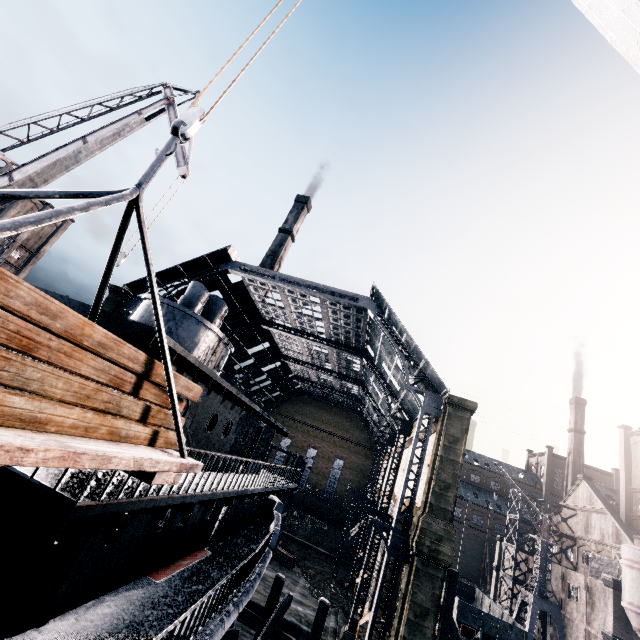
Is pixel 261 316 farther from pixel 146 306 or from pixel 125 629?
pixel 125 629

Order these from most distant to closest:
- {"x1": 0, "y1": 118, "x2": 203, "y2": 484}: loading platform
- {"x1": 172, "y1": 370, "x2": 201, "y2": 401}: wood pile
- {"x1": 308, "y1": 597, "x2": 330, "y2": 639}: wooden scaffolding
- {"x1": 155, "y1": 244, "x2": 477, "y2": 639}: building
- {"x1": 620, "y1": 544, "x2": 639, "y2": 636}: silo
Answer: {"x1": 620, "y1": 544, "x2": 639, "y2": 636}: silo < {"x1": 155, "y1": 244, "x2": 477, "y2": 639}: building < {"x1": 308, "y1": 597, "x2": 330, "y2": 639}: wooden scaffolding < {"x1": 172, "y1": 370, "x2": 201, "y2": 401}: wood pile < {"x1": 0, "y1": 118, "x2": 203, "y2": 484}: loading platform

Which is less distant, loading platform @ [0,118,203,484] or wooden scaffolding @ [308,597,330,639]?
loading platform @ [0,118,203,484]

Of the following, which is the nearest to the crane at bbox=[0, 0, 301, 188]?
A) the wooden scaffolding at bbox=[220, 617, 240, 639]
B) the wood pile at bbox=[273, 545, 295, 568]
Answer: the wooden scaffolding at bbox=[220, 617, 240, 639]

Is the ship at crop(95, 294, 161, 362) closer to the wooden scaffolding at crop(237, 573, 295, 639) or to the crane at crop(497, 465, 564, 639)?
the wooden scaffolding at crop(237, 573, 295, 639)

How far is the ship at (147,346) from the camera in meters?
7.0 m

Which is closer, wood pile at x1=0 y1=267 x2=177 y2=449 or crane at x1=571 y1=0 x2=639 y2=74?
wood pile at x1=0 y1=267 x2=177 y2=449

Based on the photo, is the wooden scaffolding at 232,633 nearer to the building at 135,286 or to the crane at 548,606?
the crane at 548,606
